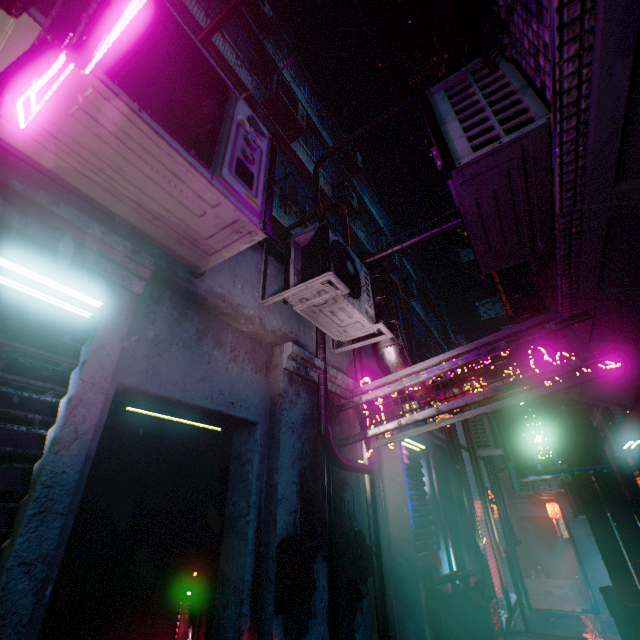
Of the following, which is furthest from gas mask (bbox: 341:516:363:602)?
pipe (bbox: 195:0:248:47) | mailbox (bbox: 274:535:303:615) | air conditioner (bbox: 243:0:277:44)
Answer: air conditioner (bbox: 243:0:277:44)

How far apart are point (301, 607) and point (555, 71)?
3.12m

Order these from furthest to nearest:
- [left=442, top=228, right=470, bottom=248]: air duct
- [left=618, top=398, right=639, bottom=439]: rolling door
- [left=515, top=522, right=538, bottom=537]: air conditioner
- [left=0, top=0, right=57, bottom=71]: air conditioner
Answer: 1. [left=515, top=522, right=538, bottom=537]: air conditioner
2. [left=442, top=228, right=470, bottom=248]: air duct
3. [left=618, top=398, right=639, bottom=439]: rolling door
4. [left=0, top=0, right=57, bottom=71]: air conditioner

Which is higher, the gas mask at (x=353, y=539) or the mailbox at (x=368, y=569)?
the gas mask at (x=353, y=539)

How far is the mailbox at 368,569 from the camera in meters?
2.5

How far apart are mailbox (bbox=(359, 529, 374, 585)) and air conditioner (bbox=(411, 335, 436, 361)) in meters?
9.7

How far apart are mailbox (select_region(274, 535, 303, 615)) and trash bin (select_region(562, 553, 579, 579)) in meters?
24.0

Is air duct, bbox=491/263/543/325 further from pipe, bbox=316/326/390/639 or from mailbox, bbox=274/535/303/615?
mailbox, bbox=274/535/303/615
